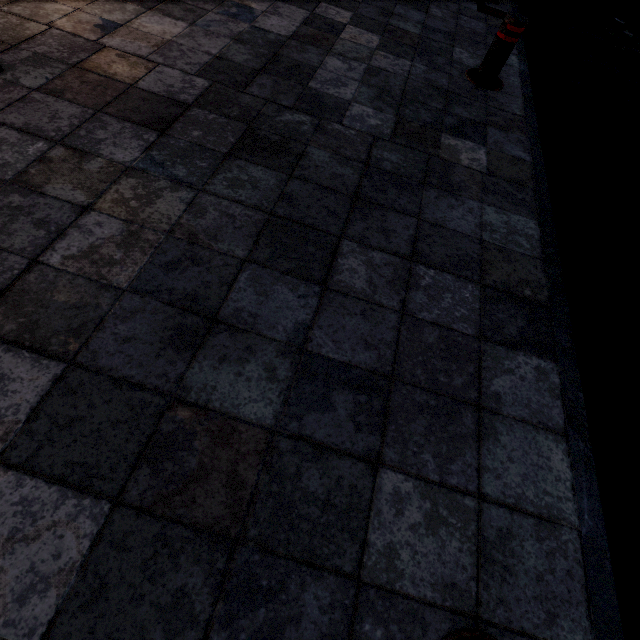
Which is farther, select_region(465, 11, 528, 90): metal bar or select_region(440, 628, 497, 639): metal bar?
select_region(465, 11, 528, 90): metal bar

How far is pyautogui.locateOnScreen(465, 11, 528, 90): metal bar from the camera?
3.2 meters

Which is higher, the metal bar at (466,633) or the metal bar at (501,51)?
the metal bar at (501,51)

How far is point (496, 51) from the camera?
3.3m

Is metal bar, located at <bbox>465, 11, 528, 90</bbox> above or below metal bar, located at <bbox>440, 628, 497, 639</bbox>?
above

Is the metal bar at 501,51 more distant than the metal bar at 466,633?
Yes
